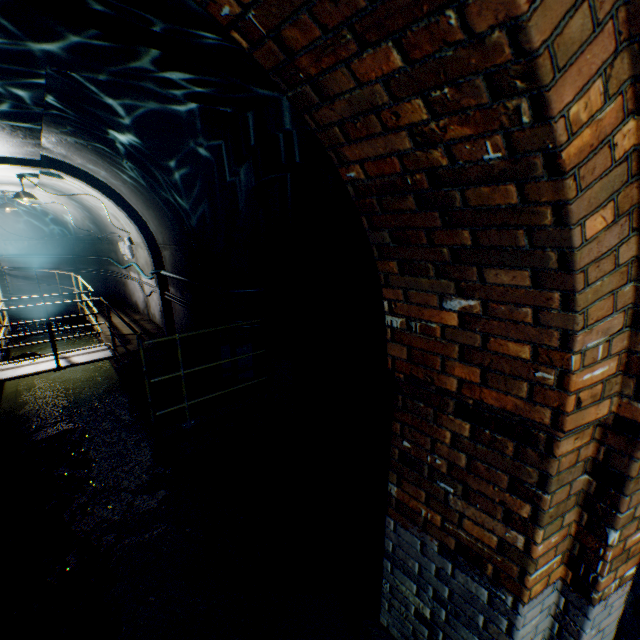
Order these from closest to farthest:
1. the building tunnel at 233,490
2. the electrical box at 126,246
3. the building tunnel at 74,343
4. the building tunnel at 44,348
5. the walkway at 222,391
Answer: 1. the building tunnel at 233,490
2. the walkway at 222,391
3. the electrical box at 126,246
4. the building tunnel at 44,348
5. the building tunnel at 74,343

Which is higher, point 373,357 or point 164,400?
point 373,357

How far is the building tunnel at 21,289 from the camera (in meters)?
13.50

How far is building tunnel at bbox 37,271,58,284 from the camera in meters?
13.2 m

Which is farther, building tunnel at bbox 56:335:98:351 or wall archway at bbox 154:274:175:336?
building tunnel at bbox 56:335:98:351

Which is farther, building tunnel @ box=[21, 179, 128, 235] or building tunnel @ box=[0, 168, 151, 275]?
building tunnel @ box=[21, 179, 128, 235]

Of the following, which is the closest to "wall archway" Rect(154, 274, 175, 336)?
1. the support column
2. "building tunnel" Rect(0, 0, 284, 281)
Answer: "building tunnel" Rect(0, 0, 284, 281)

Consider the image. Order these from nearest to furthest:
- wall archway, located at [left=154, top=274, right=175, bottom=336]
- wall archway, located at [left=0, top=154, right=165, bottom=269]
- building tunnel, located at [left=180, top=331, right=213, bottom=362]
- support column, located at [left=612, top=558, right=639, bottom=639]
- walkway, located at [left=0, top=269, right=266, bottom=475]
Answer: support column, located at [left=612, top=558, right=639, bottom=639], walkway, located at [left=0, top=269, right=266, bottom=475], wall archway, located at [left=0, top=154, right=165, bottom=269], building tunnel, located at [left=180, top=331, right=213, bottom=362], wall archway, located at [left=154, top=274, right=175, bottom=336]
